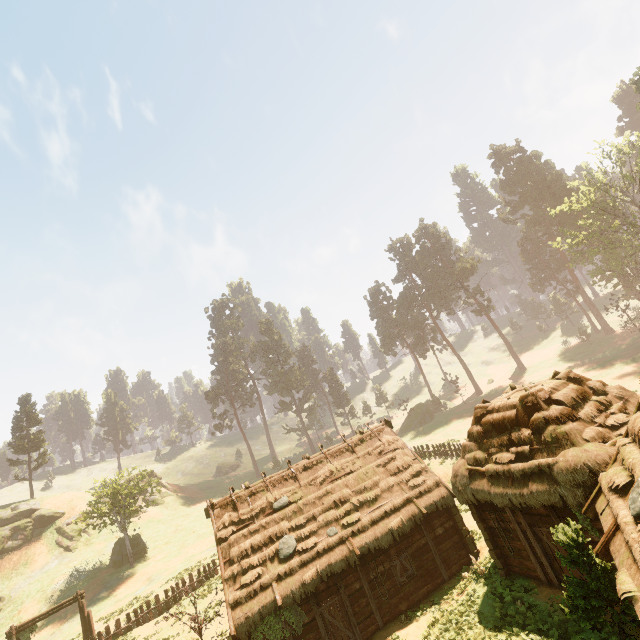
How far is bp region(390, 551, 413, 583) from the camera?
16.0m

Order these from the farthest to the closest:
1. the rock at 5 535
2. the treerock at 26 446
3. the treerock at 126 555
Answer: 1. the treerock at 26 446
2. the rock at 5 535
3. the treerock at 126 555

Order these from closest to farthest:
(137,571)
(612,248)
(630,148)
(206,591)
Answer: (206,591) < (137,571) < (630,148) < (612,248)

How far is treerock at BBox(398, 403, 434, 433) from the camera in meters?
56.0

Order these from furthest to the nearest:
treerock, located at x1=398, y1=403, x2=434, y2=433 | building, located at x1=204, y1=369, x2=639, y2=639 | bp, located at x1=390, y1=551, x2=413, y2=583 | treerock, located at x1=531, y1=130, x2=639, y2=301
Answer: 1. treerock, located at x1=398, y1=403, x2=434, y2=433
2. treerock, located at x1=531, y1=130, x2=639, y2=301
3. bp, located at x1=390, y1=551, x2=413, y2=583
4. building, located at x1=204, y1=369, x2=639, y2=639

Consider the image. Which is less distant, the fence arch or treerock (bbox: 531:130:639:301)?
the fence arch

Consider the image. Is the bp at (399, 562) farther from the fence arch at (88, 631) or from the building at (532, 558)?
Result: the fence arch at (88, 631)

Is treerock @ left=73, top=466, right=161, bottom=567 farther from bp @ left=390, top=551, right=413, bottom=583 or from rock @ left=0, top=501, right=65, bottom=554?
bp @ left=390, top=551, right=413, bottom=583
